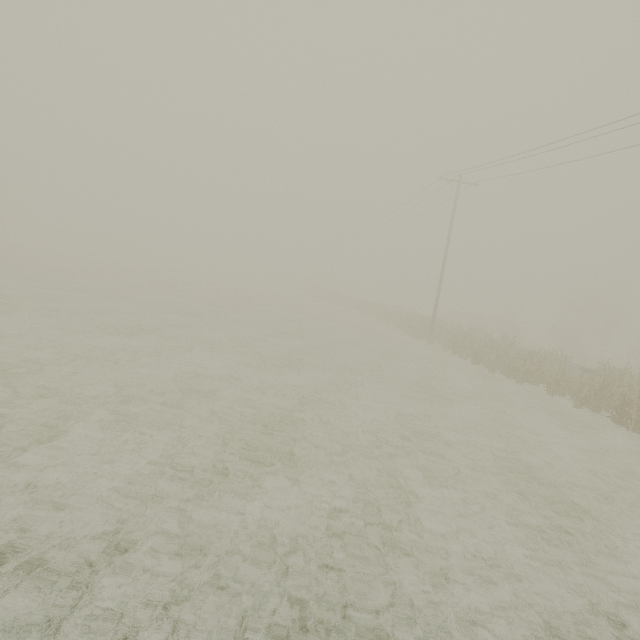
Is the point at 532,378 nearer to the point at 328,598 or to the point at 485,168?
the point at 485,168
